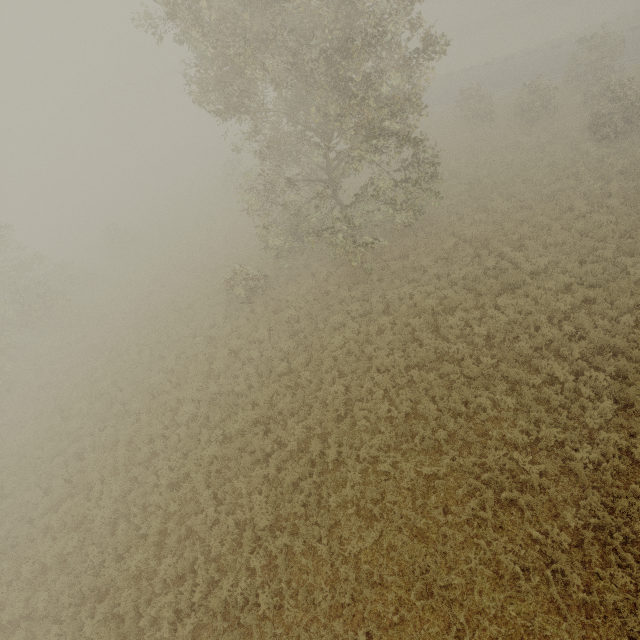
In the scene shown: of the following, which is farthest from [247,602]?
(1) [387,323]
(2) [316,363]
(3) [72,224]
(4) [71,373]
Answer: (3) [72,224]

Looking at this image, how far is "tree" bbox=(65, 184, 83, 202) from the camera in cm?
5847

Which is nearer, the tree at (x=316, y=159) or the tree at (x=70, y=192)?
the tree at (x=316, y=159)

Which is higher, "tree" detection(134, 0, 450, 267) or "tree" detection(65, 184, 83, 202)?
"tree" detection(134, 0, 450, 267)

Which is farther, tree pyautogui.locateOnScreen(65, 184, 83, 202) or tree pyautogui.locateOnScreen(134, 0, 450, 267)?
tree pyautogui.locateOnScreen(65, 184, 83, 202)

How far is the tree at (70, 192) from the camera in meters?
58.5
